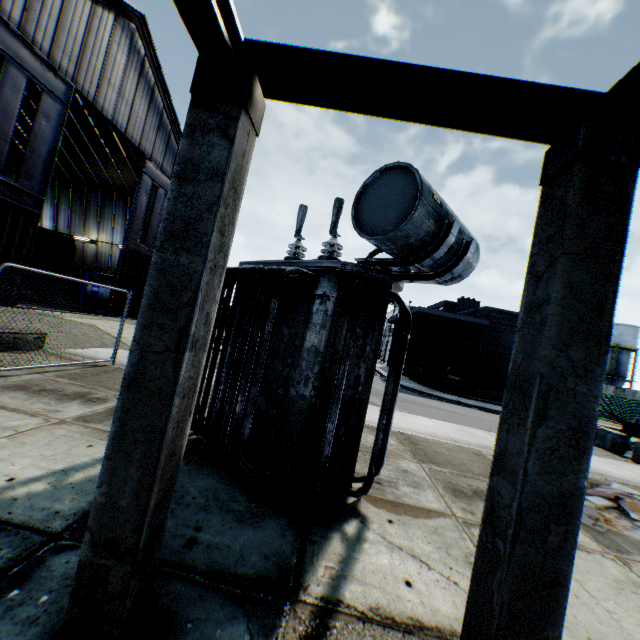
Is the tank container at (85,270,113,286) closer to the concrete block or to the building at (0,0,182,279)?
the building at (0,0,182,279)

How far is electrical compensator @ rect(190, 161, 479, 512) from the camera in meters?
3.3 m

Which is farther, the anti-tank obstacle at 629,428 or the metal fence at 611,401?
the metal fence at 611,401

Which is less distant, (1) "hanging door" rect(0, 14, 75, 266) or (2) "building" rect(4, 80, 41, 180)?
(1) "hanging door" rect(0, 14, 75, 266)

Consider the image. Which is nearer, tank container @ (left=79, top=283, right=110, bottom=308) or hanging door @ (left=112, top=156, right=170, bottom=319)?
hanging door @ (left=112, top=156, right=170, bottom=319)

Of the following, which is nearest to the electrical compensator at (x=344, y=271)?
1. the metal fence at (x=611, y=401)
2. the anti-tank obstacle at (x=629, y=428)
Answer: the metal fence at (x=611, y=401)

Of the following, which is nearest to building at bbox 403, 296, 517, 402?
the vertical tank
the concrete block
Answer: the concrete block

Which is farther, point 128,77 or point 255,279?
point 128,77
